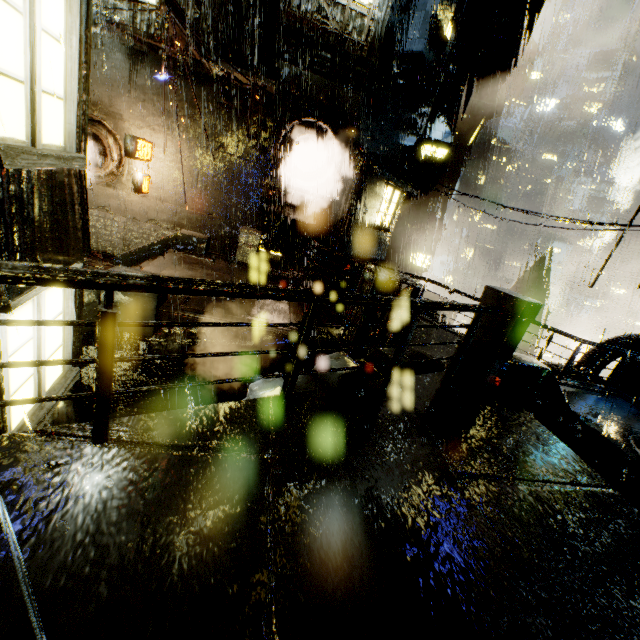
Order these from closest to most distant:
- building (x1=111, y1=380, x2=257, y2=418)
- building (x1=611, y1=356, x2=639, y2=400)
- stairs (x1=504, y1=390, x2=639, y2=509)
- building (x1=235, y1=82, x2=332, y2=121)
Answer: stairs (x1=504, y1=390, x2=639, y2=509)
building (x1=111, y1=380, x2=257, y2=418)
building (x1=611, y1=356, x2=639, y2=400)
building (x1=235, y1=82, x2=332, y2=121)

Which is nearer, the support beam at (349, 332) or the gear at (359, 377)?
the gear at (359, 377)

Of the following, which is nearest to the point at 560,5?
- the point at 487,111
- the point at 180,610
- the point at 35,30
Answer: the point at 487,111

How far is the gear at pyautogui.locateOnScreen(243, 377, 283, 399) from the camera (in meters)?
4.22

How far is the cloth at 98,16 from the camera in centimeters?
1062cm

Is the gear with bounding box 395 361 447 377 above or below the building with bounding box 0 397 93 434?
above

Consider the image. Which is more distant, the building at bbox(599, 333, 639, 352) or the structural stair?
the building at bbox(599, 333, 639, 352)

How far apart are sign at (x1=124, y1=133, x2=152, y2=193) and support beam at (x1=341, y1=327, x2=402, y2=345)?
10.41m
